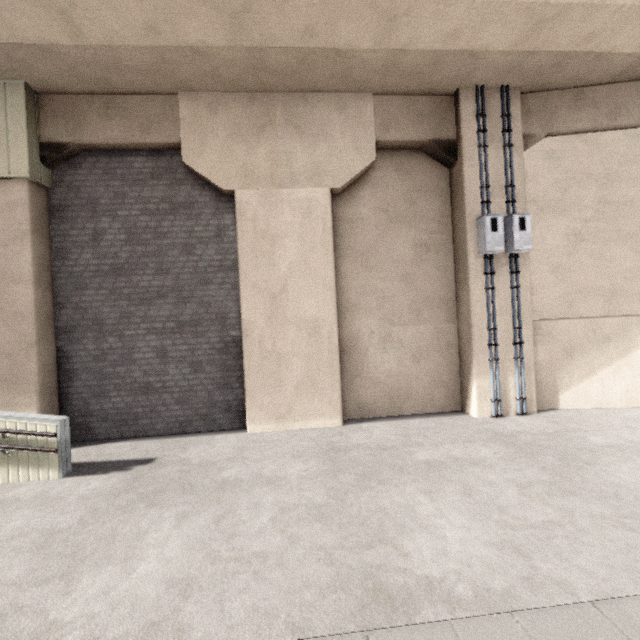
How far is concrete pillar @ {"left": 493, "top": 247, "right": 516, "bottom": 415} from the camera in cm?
680

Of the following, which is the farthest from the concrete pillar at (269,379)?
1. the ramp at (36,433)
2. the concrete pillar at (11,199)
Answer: the ramp at (36,433)

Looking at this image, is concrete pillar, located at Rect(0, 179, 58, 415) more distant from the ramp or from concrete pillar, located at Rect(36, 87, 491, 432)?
the ramp

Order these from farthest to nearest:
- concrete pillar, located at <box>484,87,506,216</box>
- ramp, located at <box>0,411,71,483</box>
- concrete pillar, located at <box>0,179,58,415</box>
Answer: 1. concrete pillar, located at <box>484,87,506,216</box>
2. concrete pillar, located at <box>0,179,58,415</box>
3. ramp, located at <box>0,411,71,483</box>

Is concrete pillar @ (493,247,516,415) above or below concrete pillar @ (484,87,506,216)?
below

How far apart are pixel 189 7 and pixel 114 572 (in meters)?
7.25
